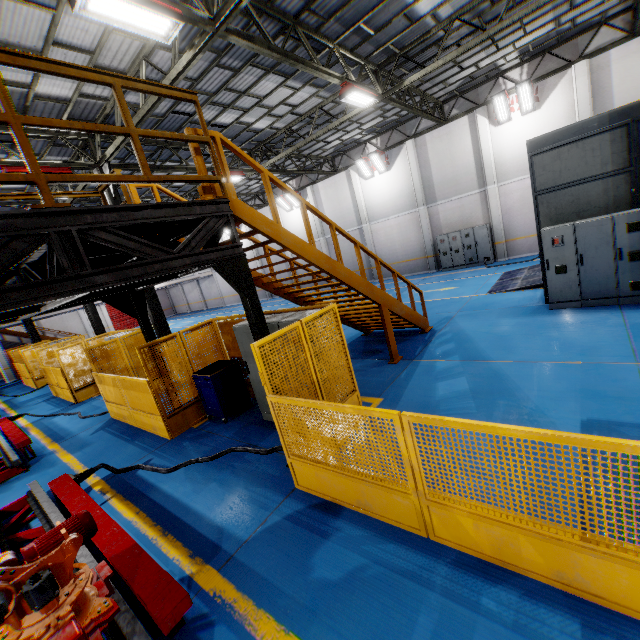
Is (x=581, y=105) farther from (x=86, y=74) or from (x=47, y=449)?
(x=47, y=449)

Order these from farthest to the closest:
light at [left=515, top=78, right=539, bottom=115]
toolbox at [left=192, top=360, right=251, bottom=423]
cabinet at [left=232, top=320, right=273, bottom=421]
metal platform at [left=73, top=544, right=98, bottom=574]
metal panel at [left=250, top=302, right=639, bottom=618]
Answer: light at [left=515, top=78, right=539, bottom=115] → toolbox at [left=192, top=360, right=251, bottom=423] → cabinet at [left=232, top=320, right=273, bottom=421] → metal platform at [left=73, top=544, right=98, bottom=574] → metal panel at [left=250, top=302, right=639, bottom=618]

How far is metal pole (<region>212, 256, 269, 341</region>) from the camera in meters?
4.4

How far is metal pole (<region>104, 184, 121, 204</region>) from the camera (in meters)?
11.51

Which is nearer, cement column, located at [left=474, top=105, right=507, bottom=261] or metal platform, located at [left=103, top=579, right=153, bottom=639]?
metal platform, located at [left=103, top=579, right=153, bottom=639]

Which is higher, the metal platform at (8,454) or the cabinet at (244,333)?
the cabinet at (244,333)

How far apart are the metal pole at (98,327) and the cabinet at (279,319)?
14.66m

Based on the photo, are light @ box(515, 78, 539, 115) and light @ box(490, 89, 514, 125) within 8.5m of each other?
yes
